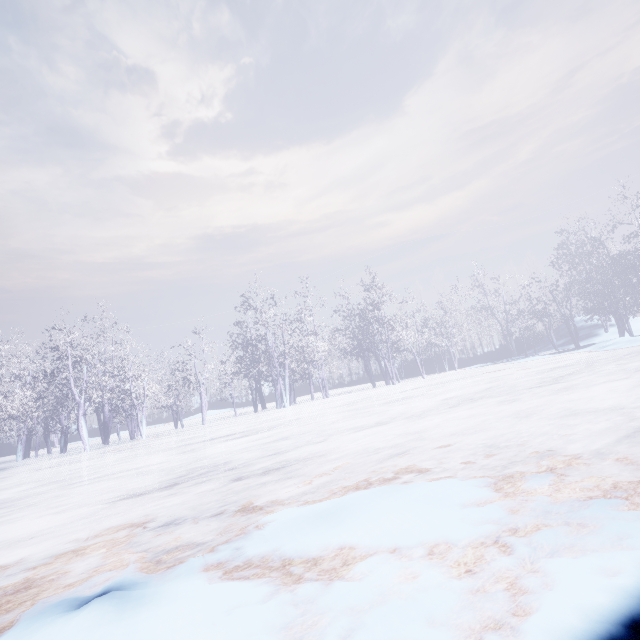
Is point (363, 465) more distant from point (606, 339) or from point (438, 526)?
point (606, 339)
